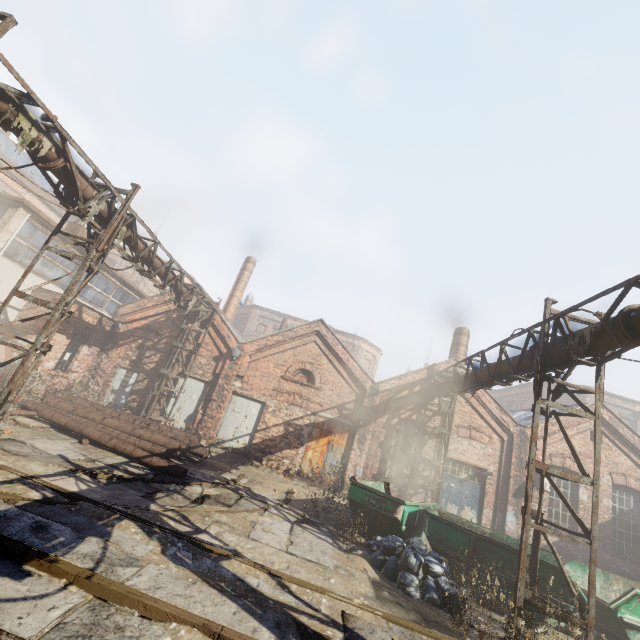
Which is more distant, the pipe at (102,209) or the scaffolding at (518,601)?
the pipe at (102,209)

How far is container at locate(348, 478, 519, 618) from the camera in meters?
7.4 m

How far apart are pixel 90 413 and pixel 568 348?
13.99m

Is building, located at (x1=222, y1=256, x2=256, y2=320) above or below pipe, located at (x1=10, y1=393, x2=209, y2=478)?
above

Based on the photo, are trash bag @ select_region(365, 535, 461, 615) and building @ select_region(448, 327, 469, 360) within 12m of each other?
yes

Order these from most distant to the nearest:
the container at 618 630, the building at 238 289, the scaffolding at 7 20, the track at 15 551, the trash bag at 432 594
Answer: the building at 238 289
the container at 618 630
the trash bag at 432 594
the scaffolding at 7 20
the track at 15 551

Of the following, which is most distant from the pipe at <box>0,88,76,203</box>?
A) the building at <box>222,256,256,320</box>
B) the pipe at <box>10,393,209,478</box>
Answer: the building at <box>222,256,256,320</box>

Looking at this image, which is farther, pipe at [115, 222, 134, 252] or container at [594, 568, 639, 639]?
pipe at [115, 222, 134, 252]
